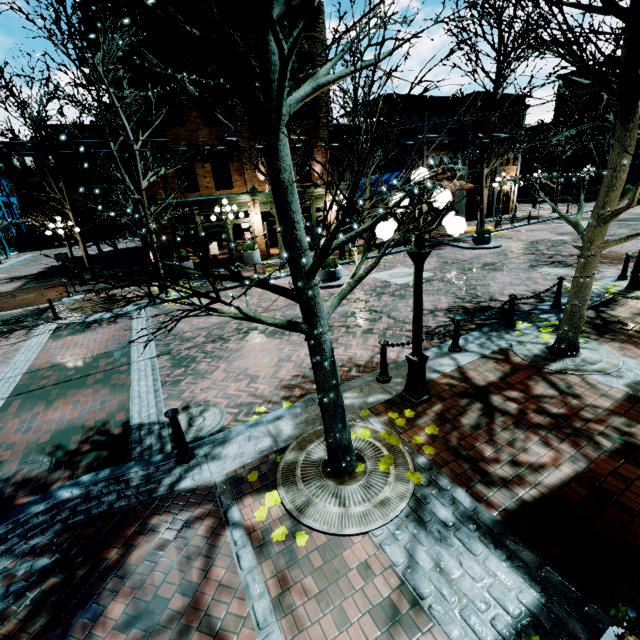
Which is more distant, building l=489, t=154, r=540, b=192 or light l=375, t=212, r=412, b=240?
building l=489, t=154, r=540, b=192

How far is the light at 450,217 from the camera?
3.96m

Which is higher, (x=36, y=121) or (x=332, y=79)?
(x=36, y=121)

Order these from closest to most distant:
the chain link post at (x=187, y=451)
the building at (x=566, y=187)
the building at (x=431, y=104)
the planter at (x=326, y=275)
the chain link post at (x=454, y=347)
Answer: the chain link post at (x=187, y=451)
the chain link post at (x=454, y=347)
the planter at (x=326, y=275)
the building at (x=431, y=104)
the building at (x=566, y=187)

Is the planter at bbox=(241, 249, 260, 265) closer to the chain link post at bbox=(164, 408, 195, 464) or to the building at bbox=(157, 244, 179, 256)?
the building at bbox=(157, 244, 179, 256)

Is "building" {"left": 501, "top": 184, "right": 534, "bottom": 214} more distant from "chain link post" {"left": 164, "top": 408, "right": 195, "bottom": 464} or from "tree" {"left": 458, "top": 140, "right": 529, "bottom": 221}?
"chain link post" {"left": 164, "top": 408, "right": 195, "bottom": 464}

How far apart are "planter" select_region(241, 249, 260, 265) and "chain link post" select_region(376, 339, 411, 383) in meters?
13.6 m

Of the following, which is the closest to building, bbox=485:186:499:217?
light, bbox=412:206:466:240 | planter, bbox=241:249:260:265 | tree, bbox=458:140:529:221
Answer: planter, bbox=241:249:260:265
